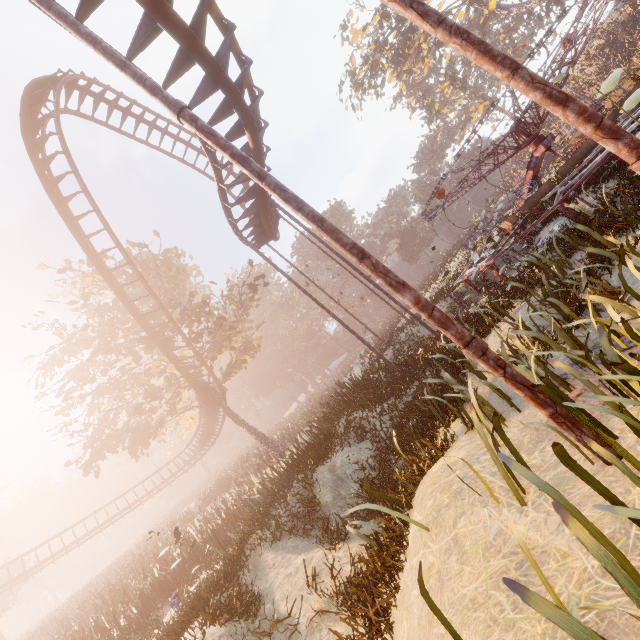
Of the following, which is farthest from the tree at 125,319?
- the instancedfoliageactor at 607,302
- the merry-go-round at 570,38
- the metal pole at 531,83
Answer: the instancedfoliageactor at 607,302

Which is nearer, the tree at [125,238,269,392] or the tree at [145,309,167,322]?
the tree at [145,309,167,322]

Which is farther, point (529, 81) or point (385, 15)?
point (385, 15)

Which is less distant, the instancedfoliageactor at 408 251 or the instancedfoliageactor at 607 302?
the instancedfoliageactor at 607 302

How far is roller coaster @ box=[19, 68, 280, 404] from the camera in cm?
1234

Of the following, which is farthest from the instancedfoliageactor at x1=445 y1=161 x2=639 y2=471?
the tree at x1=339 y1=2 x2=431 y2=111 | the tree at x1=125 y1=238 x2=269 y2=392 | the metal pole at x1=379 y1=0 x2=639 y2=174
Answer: the tree at x1=339 y1=2 x2=431 y2=111

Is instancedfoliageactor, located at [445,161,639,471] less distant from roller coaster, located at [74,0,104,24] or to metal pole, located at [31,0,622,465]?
roller coaster, located at [74,0,104,24]

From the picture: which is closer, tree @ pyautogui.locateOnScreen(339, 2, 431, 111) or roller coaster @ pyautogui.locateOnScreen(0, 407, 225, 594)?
roller coaster @ pyautogui.locateOnScreen(0, 407, 225, 594)
